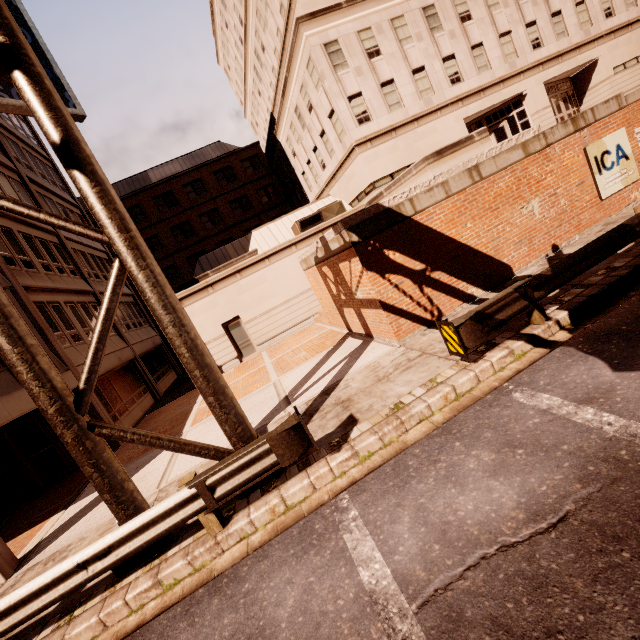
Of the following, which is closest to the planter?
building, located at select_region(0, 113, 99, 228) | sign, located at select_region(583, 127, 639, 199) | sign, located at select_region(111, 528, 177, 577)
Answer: sign, located at select_region(583, 127, 639, 199)

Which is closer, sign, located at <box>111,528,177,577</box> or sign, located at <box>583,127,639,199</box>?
sign, located at <box>111,528,177,577</box>

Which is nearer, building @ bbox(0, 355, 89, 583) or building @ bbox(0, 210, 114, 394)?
building @ bbox(0, 355, 89, 583)

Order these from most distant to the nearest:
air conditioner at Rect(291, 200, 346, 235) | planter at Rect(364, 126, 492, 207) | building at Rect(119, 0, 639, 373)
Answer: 1. air conditioner at Rect(291, 200, 346, 235)
2. building at Rect(119, 0, 639, 373)
3. planter at Rect(364, 126, 492, 207)

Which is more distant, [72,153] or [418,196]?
[418,196]

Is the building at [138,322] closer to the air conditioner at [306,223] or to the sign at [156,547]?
the sign at [156,547]

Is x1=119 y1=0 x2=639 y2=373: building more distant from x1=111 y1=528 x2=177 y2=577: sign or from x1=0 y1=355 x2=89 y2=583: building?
x1=111 y1=528 x2=177 y2=577: sign

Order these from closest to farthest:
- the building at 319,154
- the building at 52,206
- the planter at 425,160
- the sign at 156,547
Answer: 1. the sign at 156,547
2. the planter at 425,160
3. the building at 52,206
4. the building at 319,154
